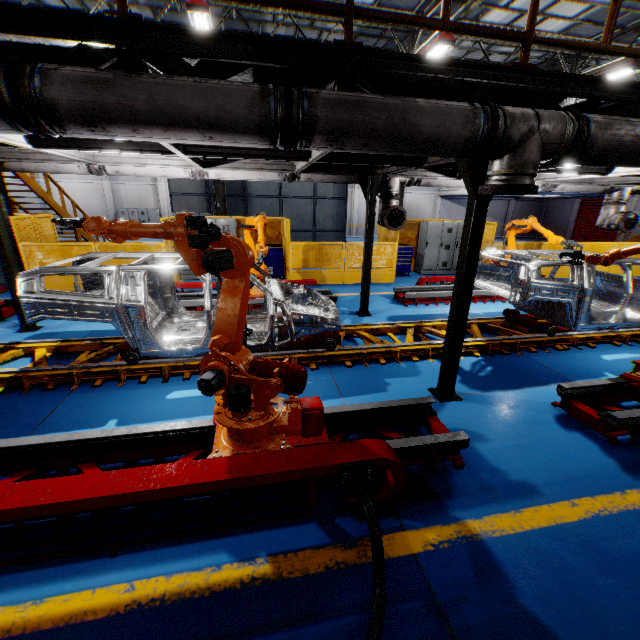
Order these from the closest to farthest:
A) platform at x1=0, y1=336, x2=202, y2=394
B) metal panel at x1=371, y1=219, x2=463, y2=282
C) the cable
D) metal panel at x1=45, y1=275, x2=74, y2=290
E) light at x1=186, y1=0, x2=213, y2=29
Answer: the cable
platform at x1=0, y1=336, x2=202, y2=394
light at x1=186, y1=0, x2=213, y2=29
metal panel at x1=45, y1=275, x2=74, y2=290
metal panel at x1=371, y1=219, x2=463, y2=282

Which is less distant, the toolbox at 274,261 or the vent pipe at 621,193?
the vent pipe at 621,193

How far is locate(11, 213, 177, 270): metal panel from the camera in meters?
9.6

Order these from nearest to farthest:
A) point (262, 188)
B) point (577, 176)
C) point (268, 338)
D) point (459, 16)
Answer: point (268, 338)
point (577, 176)
point (459, 16)
point (262, 188)

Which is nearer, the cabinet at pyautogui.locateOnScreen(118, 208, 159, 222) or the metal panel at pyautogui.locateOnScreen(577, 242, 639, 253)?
the metal panel at pyautogui.locateOnScreen(577, 242, 639, 253)

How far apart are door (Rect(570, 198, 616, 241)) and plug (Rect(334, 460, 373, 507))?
33.8 meters

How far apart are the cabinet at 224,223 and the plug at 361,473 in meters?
10.3

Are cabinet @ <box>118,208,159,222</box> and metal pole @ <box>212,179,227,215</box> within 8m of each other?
no
